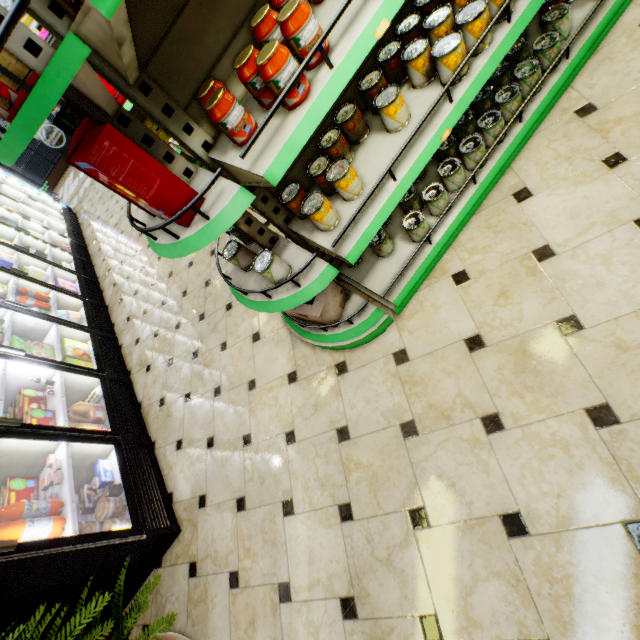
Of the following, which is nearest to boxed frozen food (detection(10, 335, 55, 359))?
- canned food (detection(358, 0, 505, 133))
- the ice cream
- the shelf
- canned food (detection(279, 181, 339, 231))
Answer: the ice cream

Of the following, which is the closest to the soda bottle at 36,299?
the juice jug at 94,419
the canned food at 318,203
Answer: the juice jug at 94,419

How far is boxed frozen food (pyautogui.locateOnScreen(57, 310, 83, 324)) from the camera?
4.7m

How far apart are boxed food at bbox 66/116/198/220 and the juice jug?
2.5 meters

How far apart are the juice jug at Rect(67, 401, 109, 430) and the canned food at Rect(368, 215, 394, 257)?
3.06m

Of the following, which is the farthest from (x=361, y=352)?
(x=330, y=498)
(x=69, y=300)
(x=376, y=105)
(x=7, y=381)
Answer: (x=69, y=300)

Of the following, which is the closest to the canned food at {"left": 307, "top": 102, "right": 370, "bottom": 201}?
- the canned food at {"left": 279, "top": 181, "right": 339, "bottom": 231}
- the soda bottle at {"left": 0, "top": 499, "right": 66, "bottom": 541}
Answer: the canned food at {"left": 279, "top": 181, "right": 339, "bottom": 231}

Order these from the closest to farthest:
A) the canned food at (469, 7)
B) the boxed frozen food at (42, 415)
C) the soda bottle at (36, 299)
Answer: the canned food at (469, 7)
the boxed frozen food at (42, 415)
the soda bottle at (36, 299)
